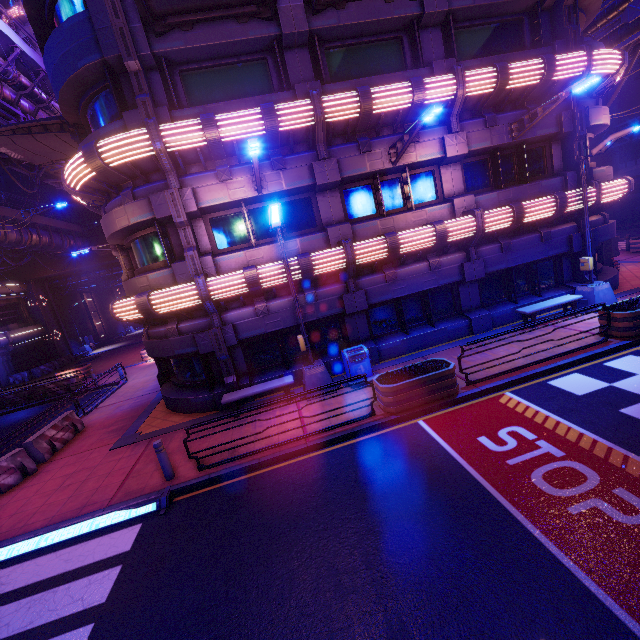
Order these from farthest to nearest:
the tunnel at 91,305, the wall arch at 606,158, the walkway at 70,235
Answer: the tunnel at 91,305 → the wall arch at 606,158 → the walkway at 70,235

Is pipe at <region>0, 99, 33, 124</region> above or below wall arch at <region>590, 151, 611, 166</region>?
above

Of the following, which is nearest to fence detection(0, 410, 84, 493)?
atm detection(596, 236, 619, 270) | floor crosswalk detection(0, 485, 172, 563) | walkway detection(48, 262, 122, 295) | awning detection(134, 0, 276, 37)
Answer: floor crosswalk detection(0, 485, 172, 563)

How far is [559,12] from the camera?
11.9 meters

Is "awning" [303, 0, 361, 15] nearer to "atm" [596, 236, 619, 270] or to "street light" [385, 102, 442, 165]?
"street light" [385, 102, 442, 165]

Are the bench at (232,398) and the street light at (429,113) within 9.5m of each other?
yes

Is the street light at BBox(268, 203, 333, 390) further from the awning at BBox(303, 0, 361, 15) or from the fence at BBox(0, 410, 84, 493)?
the fence at BBox(0, 410, 84, 493)

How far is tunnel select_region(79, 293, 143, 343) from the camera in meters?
41.9
